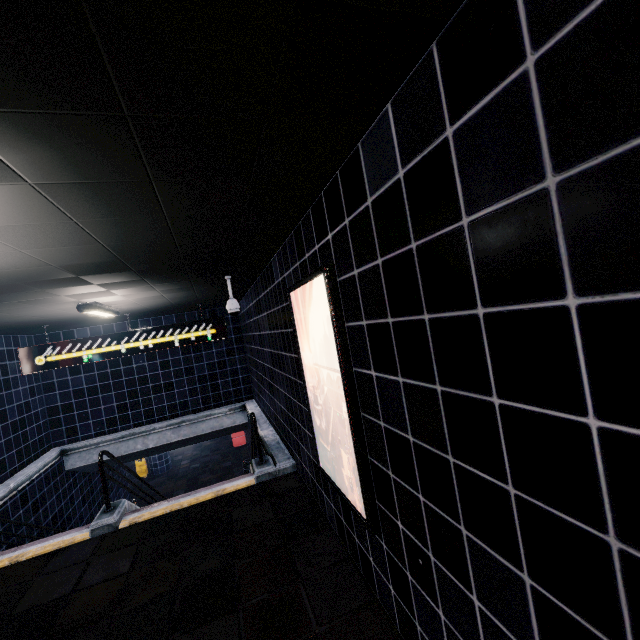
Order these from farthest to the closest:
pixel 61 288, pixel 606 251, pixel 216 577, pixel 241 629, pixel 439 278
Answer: pixel 61 288
pixel 216 577
pixel 241 629
pixel 439 278
pixel 606 251
